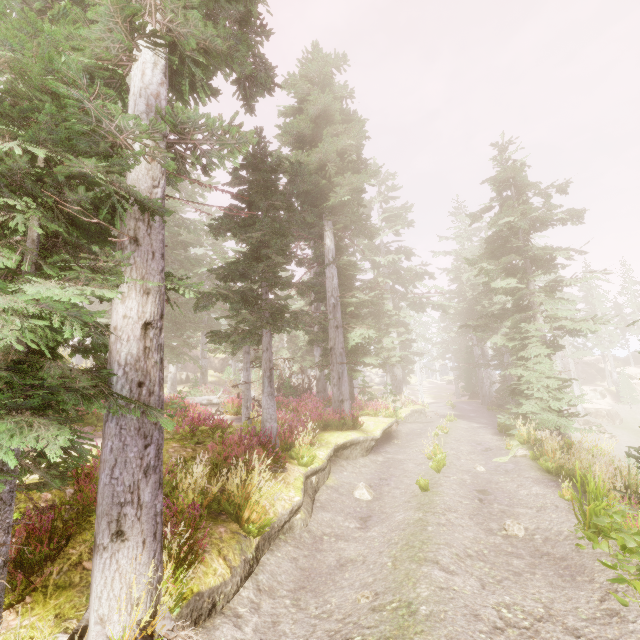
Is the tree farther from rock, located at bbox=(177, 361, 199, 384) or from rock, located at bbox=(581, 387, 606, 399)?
rock, located at bbox=(581, 387, 606, 399)

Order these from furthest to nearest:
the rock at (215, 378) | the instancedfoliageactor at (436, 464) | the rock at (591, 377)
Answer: the rock at (215, 378)
the rock at (591, 377)
the instancedfoliageactor at (436, 464)

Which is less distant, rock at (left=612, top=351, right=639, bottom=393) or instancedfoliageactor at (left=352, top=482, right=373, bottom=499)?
instancedfoliageactor at (left=352, top=482, right=373, bottom=499)

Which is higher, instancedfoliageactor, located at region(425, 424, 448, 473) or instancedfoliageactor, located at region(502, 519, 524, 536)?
instancedfoliageactor, located at region(425, 424, 448, 473)

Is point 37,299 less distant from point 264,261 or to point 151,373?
point 151,373

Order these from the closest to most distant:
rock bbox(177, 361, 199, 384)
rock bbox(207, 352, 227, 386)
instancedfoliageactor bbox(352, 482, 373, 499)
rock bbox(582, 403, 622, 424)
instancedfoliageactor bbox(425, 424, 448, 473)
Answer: instancedfoliageactor bbox(352, 482, 373, 499) → instancedfoliageactor bbox(425, 424, 448, 473) → rock bbox(582, 403, 622, 424) → rock bbox(177, 361, 199, 384) → rock bbox(207, 352, 227, 386)

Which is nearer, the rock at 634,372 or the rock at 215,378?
the rock at 634,372

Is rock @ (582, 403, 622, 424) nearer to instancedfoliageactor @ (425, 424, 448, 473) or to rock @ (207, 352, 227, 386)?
instancedfoliageactor @ (425, 424, 448, 473)
